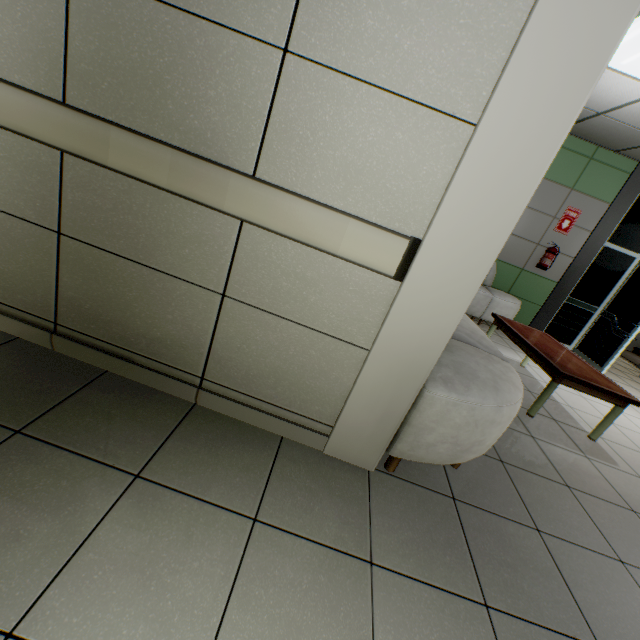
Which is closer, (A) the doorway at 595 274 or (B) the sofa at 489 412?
(B) the sofa at 489 412

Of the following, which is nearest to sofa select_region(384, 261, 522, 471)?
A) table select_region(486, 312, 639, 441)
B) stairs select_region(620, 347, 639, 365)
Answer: table select_region(486, 312, 639, 441)

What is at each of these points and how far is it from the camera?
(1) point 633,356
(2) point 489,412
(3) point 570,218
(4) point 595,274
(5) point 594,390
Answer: (1) stairs, 8.8 meters
(2) sofa, 1.6 meters
(3) sign, 5.7 meters
(4) doorway, 6.0 meters
(5) table, 2.9 meters

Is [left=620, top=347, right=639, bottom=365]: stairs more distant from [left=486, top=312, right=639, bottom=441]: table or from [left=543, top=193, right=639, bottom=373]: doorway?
[left=486, top=312, right=639, bottom=441]: table

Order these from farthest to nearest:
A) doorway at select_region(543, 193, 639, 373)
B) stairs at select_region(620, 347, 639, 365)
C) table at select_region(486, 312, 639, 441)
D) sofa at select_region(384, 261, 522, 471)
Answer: stairs at select_region(620, 347, 639, 365), doorway at select_region(543, 193, 639, 373), table at select_region(486, 312, 639, 441), sofa at select_region(384, 261, 522, 471)

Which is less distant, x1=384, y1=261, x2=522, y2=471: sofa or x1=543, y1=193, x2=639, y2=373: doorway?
x1=384, y1=261, x2=522, y2=471: sofa

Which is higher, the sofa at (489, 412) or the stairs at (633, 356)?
the sofa at (489, 412)

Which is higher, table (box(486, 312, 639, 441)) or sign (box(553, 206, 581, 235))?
sign (box(553, 206, 581, 235))
